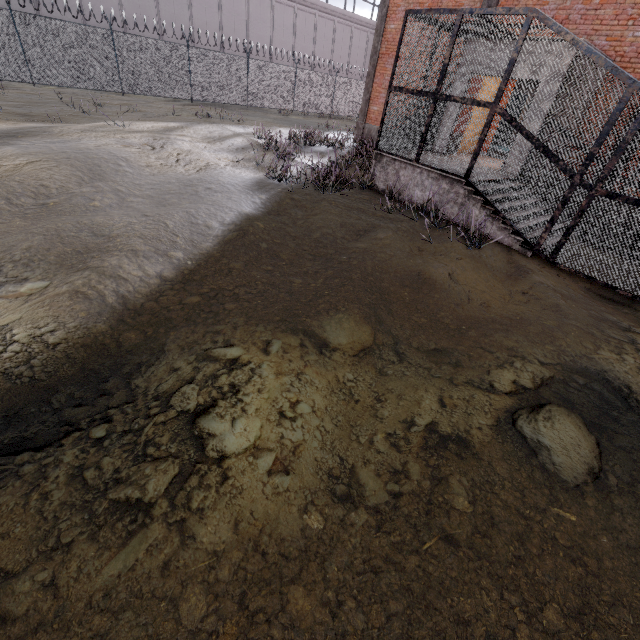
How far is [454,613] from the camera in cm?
194

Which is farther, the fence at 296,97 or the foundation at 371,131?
the foundation at 371,131

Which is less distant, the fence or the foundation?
the fence

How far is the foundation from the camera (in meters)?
15.97

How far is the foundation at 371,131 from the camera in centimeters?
1597cm
